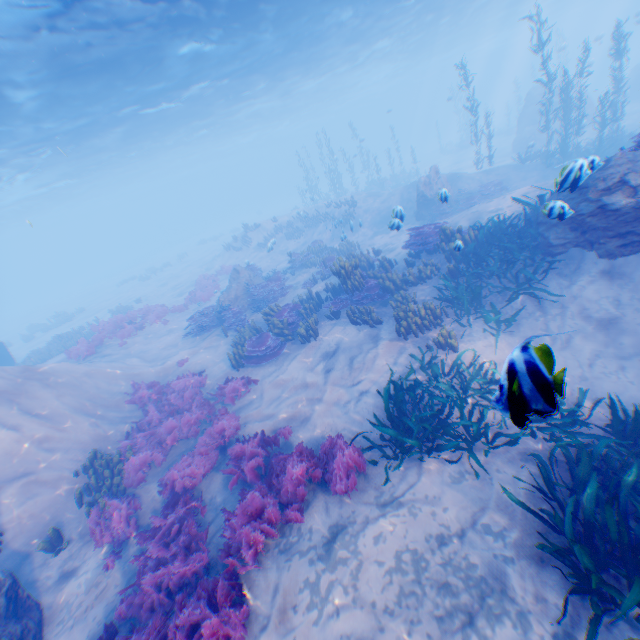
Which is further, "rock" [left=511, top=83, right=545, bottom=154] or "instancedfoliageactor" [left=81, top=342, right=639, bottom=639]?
"rock" [left=511, top=83, right=545, bottom=154]

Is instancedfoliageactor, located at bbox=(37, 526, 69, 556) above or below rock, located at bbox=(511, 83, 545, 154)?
below

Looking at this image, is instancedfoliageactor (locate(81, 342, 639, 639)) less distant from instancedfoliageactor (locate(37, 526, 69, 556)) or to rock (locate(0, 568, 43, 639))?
rock (locate(0, 568, 43, 639))

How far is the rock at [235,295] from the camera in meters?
16.1 m

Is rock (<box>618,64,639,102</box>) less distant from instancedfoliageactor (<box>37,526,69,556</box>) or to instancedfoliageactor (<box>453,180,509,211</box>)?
instancedfoliageactor (<box>37,526,69,556</box>)

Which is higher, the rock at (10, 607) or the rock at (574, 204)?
the rock at (574, 204)

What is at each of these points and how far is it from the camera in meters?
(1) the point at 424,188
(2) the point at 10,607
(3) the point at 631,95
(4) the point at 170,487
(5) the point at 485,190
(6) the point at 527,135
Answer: (1) rock, 18.6 m
(2) rock, 5.8 m
(3) rock, 30.6 m
(4) instancedfoliageactor, 7.7 m
(5) instancedfoliageactor, 18.5 m
(6) rock, 26.6 m

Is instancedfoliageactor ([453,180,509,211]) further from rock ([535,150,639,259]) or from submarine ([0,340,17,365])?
submarine ([0,340,17,365])
